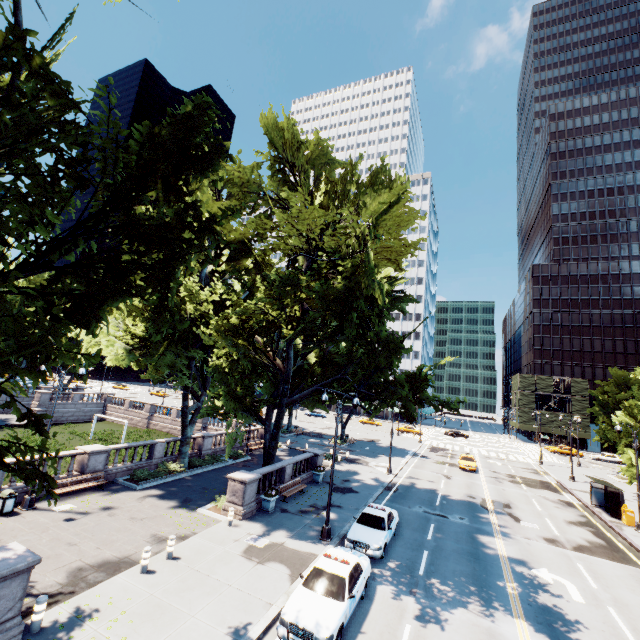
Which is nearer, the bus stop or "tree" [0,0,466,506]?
"tree" [0,0,466,506]

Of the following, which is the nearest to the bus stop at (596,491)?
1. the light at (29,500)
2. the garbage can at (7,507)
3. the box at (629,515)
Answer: the box at (629,515)

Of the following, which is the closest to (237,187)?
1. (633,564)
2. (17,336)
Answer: (17,336)

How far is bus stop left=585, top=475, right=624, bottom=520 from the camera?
25.23m

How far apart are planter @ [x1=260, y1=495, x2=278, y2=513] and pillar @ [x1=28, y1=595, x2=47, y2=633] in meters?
11.0

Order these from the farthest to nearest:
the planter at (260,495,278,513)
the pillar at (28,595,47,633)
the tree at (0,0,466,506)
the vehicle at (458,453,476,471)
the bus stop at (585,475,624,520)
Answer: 1. the vehicle at (458,453,476,471)
2. the bus stop at (585,475,624,520)
3. the planter at (260,495,278,513)
4. the pillar at (28,595,47,633)
5. the tree at (0,0,466,506)

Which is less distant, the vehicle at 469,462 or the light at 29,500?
the light at 29,500

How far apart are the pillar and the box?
35.3 meters
